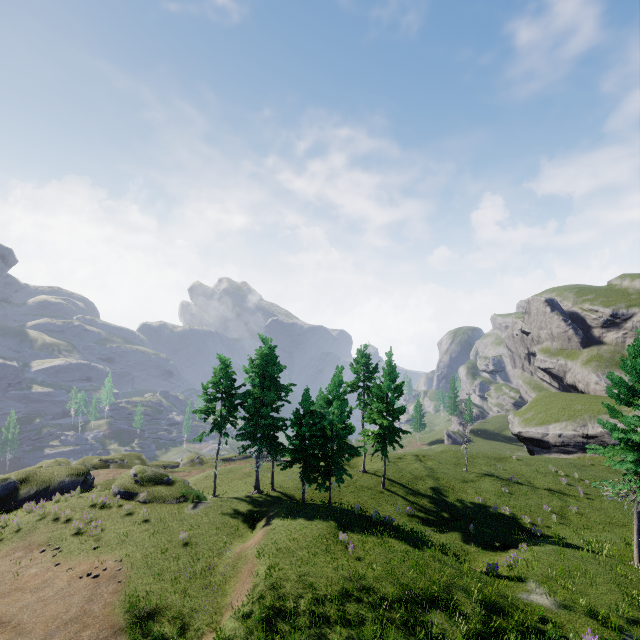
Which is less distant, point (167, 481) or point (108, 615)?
point (108, 615)
